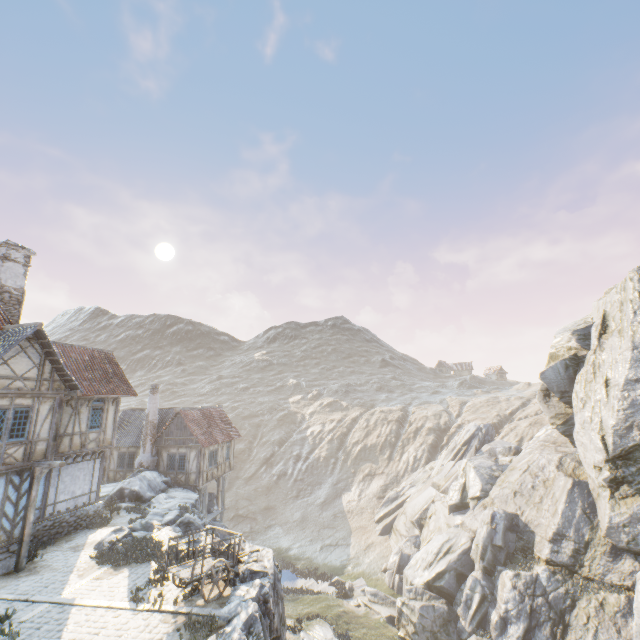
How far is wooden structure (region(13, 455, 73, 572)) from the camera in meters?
13.1 m

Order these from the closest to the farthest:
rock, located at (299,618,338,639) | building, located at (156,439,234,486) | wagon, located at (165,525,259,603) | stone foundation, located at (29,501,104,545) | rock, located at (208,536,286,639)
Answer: rock, located at (208,536,286,639), wagon, located at (165,525,259,603), stone foundation, located at (29,501,104,545), rock, located at (299,618,338,639), building, located at (156,439,234,486)

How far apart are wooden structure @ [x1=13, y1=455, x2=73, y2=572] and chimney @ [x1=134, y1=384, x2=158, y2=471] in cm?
1252

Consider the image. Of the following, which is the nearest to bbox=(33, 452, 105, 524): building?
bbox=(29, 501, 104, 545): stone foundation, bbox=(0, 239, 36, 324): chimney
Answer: bbox=(29, 501, 104, 545): stone foundation

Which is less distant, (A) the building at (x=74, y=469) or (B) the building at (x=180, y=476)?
(A) the building at (x=74, y=469)

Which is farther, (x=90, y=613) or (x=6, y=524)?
(x=6, y=524)

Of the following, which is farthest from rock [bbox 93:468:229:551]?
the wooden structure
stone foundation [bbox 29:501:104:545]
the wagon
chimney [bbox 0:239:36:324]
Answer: chimney [bbox 0:239:36:324]

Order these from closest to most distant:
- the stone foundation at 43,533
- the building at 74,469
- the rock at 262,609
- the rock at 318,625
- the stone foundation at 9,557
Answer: the rock at 262,609
the stone foundation at 9,557
the stone foundation at 43,533
the building at 74,469
the rock at 318,625
